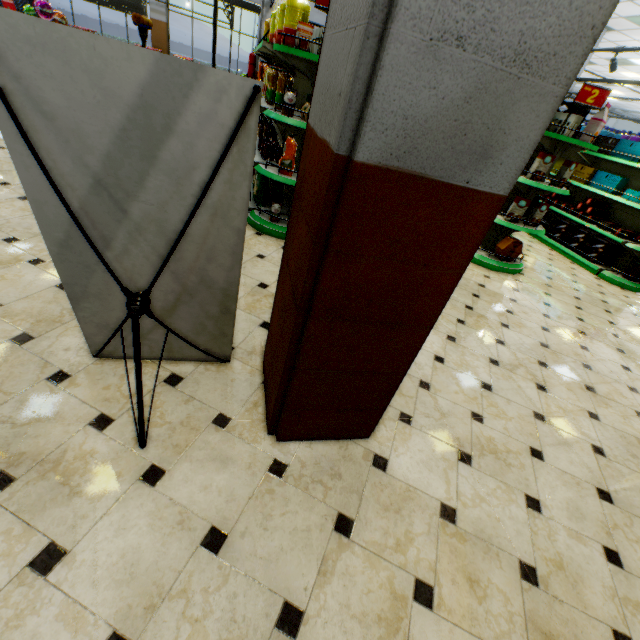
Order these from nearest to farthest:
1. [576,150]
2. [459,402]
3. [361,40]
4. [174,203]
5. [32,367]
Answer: [361,40] → [174,203] → [32,367] → [459,402] → [576,150]

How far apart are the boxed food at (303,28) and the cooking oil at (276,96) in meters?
0.5

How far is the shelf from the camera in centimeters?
337cm

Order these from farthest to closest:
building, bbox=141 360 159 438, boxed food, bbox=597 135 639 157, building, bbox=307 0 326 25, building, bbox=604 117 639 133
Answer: building, bbox=604 117 639 133, building, bbox=307 0 326 25, boxed food, bbox=597 135 639 157, building, bbox=141 360 159 438

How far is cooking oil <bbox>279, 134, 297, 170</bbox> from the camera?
3.67m

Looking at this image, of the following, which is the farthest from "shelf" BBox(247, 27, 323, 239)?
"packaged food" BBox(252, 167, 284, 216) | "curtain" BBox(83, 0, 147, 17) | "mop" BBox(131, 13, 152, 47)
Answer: "curtain" BBox(83, 0, 147, 17)

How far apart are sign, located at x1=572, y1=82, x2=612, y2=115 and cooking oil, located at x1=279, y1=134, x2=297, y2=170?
3.7 meters

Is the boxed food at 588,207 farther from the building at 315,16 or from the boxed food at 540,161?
the boxed food at 540,161
